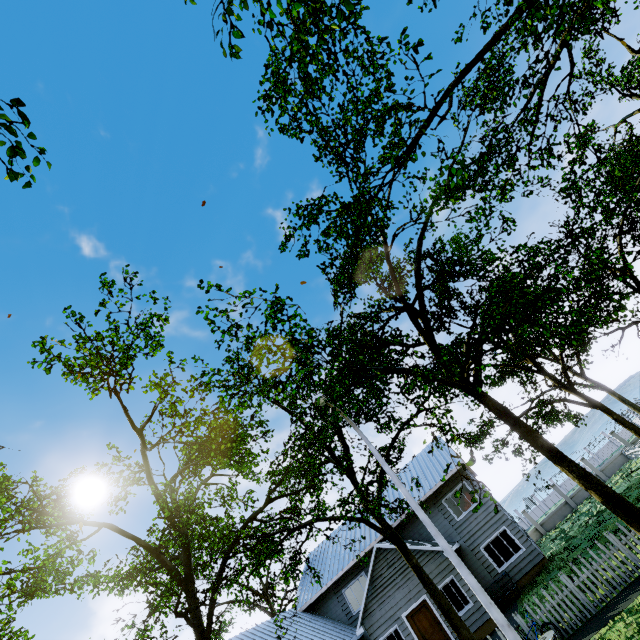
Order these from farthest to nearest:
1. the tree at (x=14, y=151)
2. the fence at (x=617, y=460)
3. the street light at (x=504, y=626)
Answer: the fence at (x=617, y=460) → the street light at (x=504, y=626) → the tree at (x=14, y=151)

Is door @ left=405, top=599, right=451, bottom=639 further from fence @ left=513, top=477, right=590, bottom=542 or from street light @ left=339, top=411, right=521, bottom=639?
street light @ left=339, top=411, right=521, bottom=639

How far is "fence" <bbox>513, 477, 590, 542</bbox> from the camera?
26.4m

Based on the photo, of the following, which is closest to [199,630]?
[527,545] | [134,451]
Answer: [134,451]

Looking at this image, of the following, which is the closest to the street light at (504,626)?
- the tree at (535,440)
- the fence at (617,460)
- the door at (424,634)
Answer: the tree at (535,440)

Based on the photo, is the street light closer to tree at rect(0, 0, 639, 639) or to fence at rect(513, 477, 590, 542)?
tree at rect(0, 0, 639, 639)

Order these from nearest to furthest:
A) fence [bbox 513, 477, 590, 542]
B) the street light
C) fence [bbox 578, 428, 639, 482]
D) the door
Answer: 1. the street light
2. the door
3. fence [bbox 578, 428, 639, 482]
4. fence [bbox 513, 477, 590, 542]
